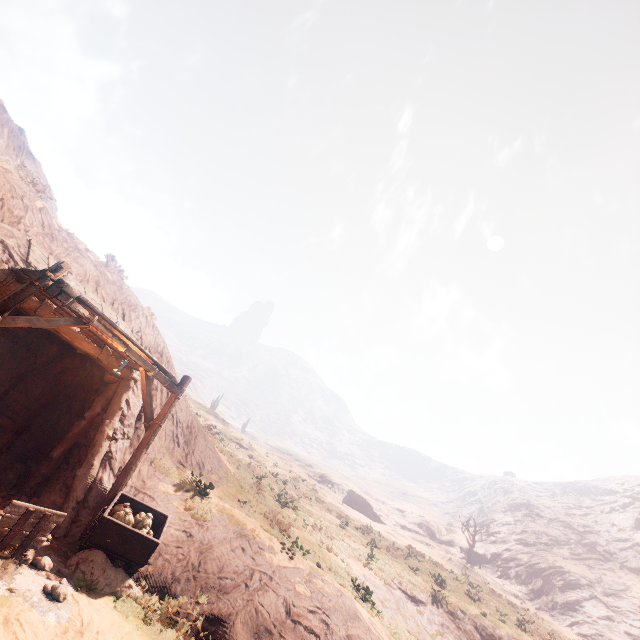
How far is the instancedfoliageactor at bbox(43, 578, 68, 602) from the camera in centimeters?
583cm

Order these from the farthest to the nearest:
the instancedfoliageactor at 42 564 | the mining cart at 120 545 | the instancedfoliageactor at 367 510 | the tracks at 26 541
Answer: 1. the instancedfoliageactor at 367 510
2. the mining cart at 120 545
3. the instancedfoliageactor at 42 564
4. the tracks at 26 541

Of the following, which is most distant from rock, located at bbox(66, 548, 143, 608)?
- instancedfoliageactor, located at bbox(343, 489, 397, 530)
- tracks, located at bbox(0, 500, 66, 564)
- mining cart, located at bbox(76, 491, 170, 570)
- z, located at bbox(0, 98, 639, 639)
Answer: z, located at bbox(0, 98, 639, 639)

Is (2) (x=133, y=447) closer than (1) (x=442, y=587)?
Yes

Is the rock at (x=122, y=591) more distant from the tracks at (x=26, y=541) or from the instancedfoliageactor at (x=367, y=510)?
the instancedfoliageactor at (x=367, y=510)

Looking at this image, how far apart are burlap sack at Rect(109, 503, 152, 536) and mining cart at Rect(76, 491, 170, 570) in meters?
0.0

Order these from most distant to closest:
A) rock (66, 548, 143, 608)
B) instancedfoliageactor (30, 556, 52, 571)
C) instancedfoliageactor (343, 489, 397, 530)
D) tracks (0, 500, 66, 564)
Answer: instancedfoliageactor (343, 489, 397, 530) < rock (66, 548, 143, 608) < instancedfoliageactor (30, 556, 52, 571) < tracks (0, 500, 66, 564)

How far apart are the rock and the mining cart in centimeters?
2cm
